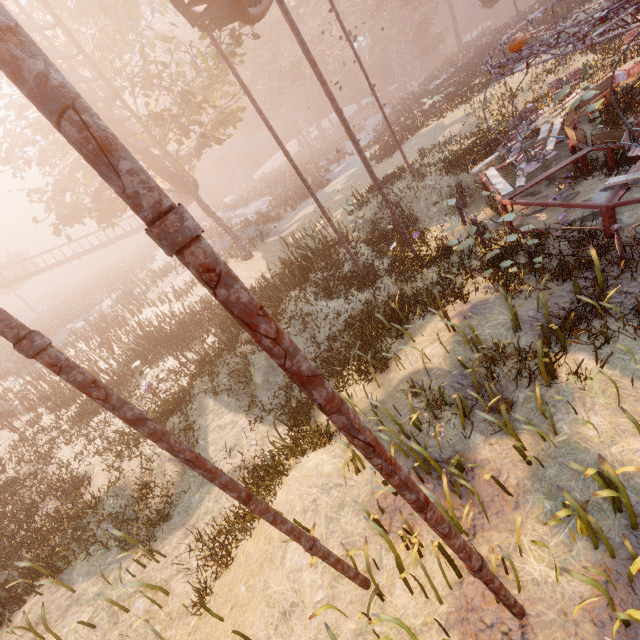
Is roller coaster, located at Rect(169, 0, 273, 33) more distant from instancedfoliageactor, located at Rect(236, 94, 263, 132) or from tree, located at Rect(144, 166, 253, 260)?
instancedfoliageactor, located at Rect(236, 94, 263, 132)

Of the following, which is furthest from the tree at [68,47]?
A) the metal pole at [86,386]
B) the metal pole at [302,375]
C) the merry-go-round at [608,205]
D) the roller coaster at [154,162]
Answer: the metal pole at [302,375]

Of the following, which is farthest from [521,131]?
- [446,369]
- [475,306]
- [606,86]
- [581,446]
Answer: [581,446]

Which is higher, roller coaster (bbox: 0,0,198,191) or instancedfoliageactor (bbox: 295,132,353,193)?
roller coaster (bbox: 0,0,198,191)

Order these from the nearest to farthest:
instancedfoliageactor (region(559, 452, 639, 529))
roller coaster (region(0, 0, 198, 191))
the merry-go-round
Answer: instancedfoliageactor (region(559, 452, 639, 529)) < the merry-go-round < roller coaster (region(0, 0, 198, 191))

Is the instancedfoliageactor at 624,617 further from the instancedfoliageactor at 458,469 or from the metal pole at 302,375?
the instancedfoliageactor at 458,469

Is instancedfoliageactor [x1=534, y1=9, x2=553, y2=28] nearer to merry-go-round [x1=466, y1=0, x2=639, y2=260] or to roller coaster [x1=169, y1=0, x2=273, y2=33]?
merry-go-round [x1=466, y1=0, x2=639, y2=260]

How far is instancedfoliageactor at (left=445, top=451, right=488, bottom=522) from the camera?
Answer: 4.8m
